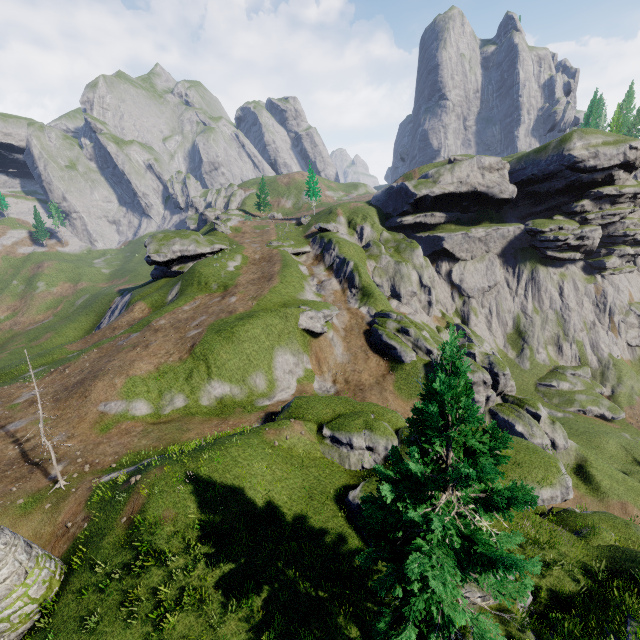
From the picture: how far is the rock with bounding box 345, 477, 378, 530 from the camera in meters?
17.3 m

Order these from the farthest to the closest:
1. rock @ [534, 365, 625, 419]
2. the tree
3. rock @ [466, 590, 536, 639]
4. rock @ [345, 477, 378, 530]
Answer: rock @ [534, 365, 625, 419] → rock @ [345, 477, 378, 530] → rock @ [466, 590, 536, 639] → the tree

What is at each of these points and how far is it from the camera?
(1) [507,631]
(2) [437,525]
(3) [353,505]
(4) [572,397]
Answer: (1) rock, 12.3m
(2) tree, 7.8m
(3) rock, 17.6m
(4) rock, 51.6m

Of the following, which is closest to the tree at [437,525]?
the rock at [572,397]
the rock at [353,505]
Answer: the rock at [353,505]

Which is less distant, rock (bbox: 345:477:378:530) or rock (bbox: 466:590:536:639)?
rock (bbox: 466:590:536:639)

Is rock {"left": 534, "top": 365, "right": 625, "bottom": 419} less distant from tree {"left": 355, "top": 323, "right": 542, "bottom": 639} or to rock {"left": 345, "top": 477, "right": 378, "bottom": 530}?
rock {"left": 345, "top": 477, "right": 378, "bottom": 530}

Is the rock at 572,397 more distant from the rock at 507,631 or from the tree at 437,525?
the tree at 437,525

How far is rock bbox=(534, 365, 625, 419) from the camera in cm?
4994
